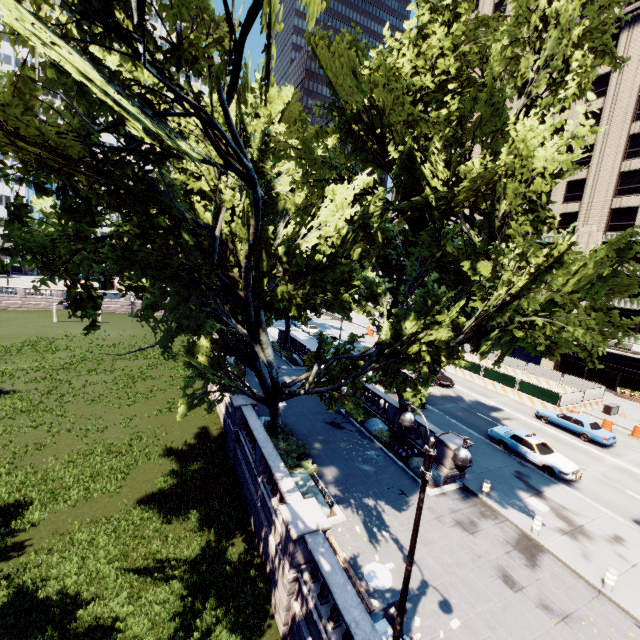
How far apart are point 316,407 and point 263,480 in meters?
10.6

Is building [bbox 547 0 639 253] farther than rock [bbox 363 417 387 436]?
Yes

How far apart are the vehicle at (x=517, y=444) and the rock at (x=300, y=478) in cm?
1401

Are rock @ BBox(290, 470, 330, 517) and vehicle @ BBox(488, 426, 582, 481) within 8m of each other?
no

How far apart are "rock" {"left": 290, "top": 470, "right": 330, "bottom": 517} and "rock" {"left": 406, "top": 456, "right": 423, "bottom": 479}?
5.7 meters

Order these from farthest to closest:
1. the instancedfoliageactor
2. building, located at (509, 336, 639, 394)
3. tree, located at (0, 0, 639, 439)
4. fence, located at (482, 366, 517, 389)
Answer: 1. building, located at (509, 336, 639, 394)
2. fence, located at (482, 366, 517, 389)
3. the instancedfoliageactor
4. tree, located at (0, 0, 639, 439)

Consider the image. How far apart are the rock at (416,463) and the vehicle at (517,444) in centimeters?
674cm

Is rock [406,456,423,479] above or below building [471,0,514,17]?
below
